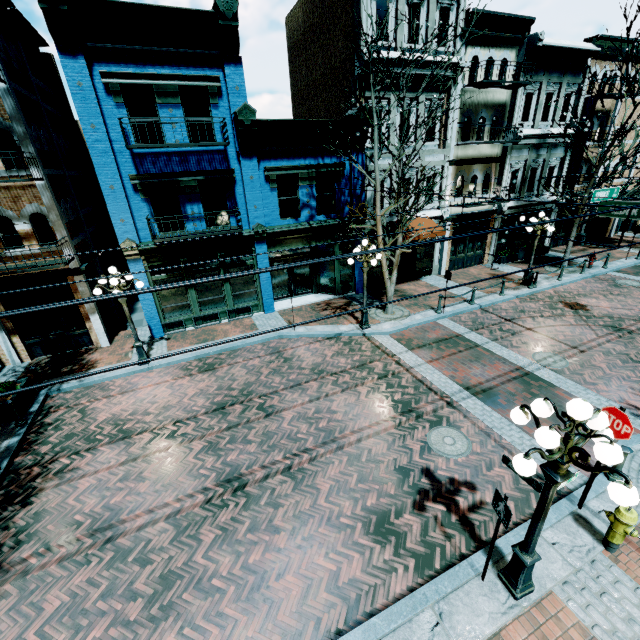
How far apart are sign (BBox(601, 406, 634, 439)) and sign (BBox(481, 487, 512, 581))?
2.5m

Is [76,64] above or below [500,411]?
above

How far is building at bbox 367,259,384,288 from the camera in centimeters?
1741cm

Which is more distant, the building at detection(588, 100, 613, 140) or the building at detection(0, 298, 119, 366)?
the building at detection(588, 100, 613, 140)

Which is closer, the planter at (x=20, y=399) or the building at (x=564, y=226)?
the planter at (x=20, y=399)

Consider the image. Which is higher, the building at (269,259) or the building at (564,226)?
the building at (269,259)

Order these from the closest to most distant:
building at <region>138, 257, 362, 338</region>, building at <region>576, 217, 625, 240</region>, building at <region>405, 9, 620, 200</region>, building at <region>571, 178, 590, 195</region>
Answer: building at <region>138, 257, 362, 338</region> < building at <region>405, 9, 620, 200</region> < building at <region>571, 178, 590, 195</region> < building at <region>576, 217, 625, 240</region>

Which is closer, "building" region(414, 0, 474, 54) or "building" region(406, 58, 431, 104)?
"building" region(414, 0, 474, 54)
